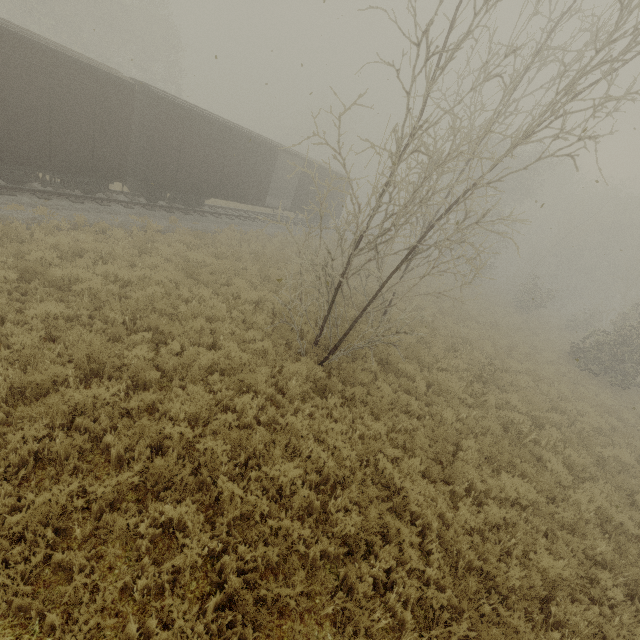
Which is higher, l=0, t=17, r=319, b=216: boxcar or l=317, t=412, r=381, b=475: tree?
l=0, t=17, r=319, b=216: boxcar

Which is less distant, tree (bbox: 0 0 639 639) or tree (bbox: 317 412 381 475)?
tree (bbox: 0 0 639 639)

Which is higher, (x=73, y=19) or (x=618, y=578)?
(x=73, y=19)

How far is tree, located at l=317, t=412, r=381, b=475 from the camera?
6.42m

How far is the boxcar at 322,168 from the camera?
22.5m

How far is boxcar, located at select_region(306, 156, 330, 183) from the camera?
22.5 meters

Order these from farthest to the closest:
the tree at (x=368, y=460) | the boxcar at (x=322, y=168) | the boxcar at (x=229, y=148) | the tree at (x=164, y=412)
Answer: the boxcar at (x=322, y=168)
the boxcar at (x=229, y=148)
the tree at (x=368, y=460)
the tree at (x=164, y=412)
